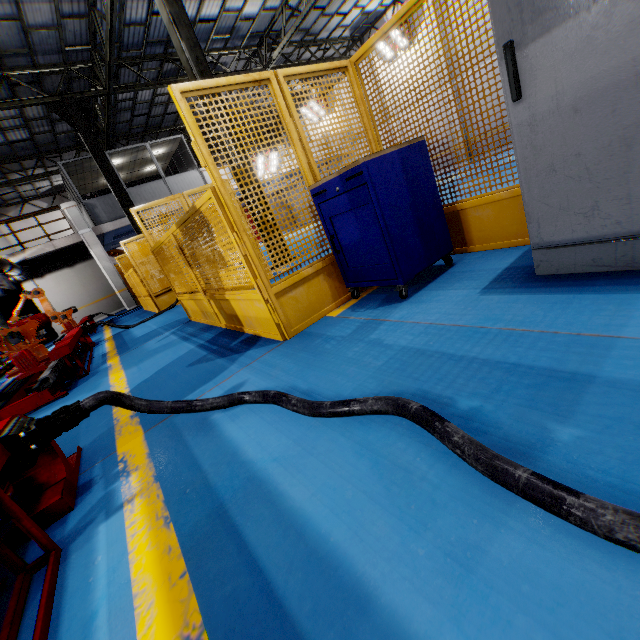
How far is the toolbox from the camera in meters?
2.6 m

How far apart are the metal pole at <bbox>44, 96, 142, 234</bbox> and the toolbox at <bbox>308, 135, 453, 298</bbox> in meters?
12.5 m

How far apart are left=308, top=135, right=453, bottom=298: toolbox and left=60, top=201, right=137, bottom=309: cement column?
15.91m

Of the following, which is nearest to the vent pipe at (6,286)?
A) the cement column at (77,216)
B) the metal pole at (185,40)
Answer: the cement column at (77,216)

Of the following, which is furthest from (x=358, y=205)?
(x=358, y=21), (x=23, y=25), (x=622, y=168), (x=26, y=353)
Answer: (x=358, y=21)

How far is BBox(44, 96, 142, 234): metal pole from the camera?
11.83m

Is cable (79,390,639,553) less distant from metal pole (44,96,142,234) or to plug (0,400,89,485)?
plug (0,400,89,485)

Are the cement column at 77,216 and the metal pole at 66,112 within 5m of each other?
yes
